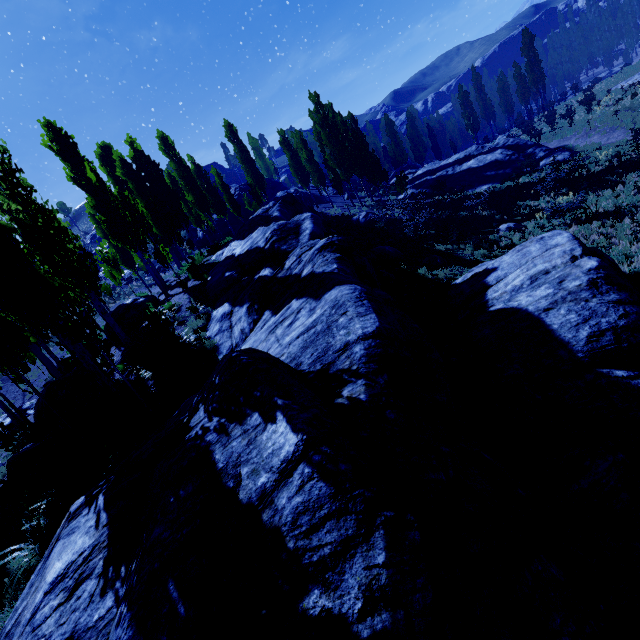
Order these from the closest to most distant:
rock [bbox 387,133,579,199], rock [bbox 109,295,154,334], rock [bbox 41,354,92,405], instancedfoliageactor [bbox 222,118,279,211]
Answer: rock [bbox 41,354,92,405], rock [bbox 109,295,154,334], rock [bbox 387,133,579,199], instancedfoliageactor [bbox 222,118,279,211]

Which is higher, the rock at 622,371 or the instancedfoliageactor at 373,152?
the instancedfoliageactor at 373,152

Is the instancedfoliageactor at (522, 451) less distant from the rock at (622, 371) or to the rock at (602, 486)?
the rock at (602, 486)

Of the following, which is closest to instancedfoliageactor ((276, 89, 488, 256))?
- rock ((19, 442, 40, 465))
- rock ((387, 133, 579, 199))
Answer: rock ((19, 442, 40, 465))

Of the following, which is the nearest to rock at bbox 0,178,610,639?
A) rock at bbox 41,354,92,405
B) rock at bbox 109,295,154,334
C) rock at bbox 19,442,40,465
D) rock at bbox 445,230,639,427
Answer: rock at bbox 445,230,639,427

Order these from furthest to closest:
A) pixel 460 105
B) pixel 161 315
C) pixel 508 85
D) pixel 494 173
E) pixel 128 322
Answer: pixel 508 85 < pixel 460 105 < pixel 494 173 < pixel 128 322 < pixel 161 315

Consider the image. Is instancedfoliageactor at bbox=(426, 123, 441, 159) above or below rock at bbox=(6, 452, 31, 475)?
above

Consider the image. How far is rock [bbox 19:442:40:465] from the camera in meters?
11.9 m
